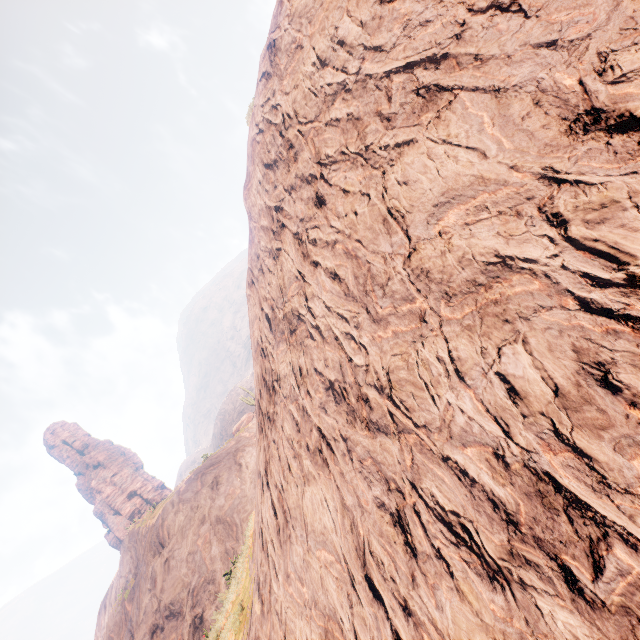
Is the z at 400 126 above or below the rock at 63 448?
below

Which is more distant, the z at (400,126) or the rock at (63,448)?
the rock at (63,448)

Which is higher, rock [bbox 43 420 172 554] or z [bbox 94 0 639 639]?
rock [bbox 43 420 172 554]

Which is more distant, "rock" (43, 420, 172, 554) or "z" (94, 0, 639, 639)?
"rock" (43, 420, 172, 554)

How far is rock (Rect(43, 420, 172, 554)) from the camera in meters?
51.5

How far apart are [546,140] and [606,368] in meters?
1.5
